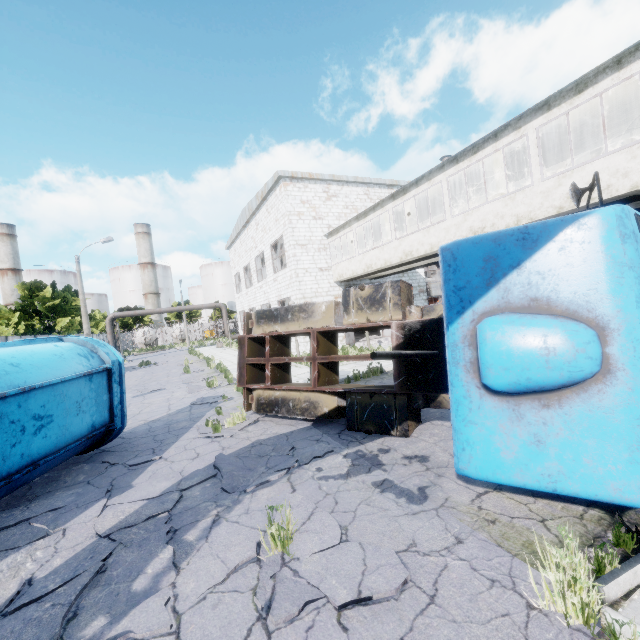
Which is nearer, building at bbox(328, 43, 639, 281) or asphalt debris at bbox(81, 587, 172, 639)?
asphalt debris at bbox(81, 587, 172, 639)

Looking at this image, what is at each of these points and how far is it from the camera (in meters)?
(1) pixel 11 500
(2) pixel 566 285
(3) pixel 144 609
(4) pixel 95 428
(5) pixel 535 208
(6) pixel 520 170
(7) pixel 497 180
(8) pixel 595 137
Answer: (1) asphalt debris, 5.56
(2) truck, 3.15
(3) asphalt debris, 3.03
(4) truck dump body, 6.93
(5) building, 9.29
(6) building, 12.88
(7) building, 13.77
(8) building, 10.62

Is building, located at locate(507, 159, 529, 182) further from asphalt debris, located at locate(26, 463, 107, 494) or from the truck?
asphalt debris, located at locate(26, 463, 107, 494)

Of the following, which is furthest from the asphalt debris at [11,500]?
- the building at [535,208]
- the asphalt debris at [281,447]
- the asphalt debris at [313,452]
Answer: the building at [535,208]

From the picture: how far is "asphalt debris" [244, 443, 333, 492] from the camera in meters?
5.0 m

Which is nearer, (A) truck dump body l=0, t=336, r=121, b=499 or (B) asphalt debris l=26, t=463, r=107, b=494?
(A) truck dump body l=0, t=336, r=121, b=499

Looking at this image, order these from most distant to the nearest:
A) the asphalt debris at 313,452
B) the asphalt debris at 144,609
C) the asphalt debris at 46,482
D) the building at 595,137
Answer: the building at 595,137, the asphalt debris at 46,482, the asphalt debris at 313,452, the asphalt debris at 144,609
